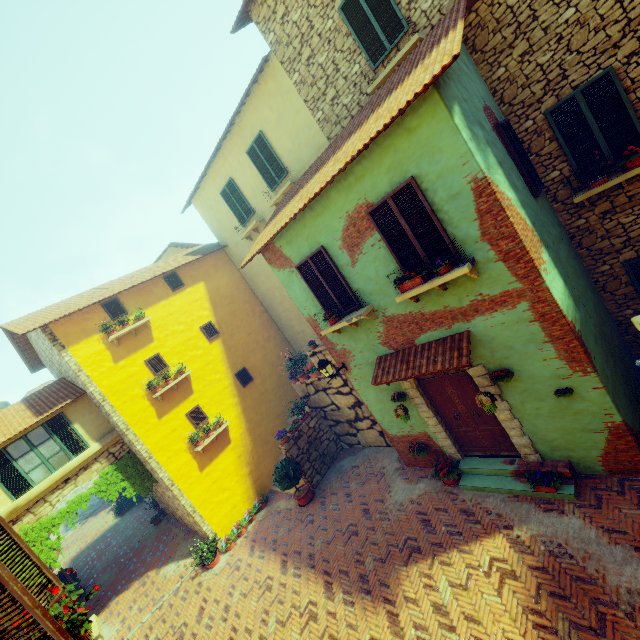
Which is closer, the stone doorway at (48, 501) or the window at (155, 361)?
the stone doorway at (48, 501)

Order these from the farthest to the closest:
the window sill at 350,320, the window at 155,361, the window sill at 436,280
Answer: the window at 155,361 → the window sill at 350,320 → the window sill at 436,280

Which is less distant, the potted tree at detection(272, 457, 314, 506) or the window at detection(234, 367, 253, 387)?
the potted tree at detection(272, 457, 314, 506)

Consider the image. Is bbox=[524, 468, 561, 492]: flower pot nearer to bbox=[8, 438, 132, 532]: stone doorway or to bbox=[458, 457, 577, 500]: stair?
bbox=[458, 457, 577, 500]: stair

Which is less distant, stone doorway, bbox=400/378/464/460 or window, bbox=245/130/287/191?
stone doorway, bbox=400/378/464/460

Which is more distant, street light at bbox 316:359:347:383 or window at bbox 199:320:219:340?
window at bbox 199:320:219:340

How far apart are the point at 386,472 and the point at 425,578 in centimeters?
354cm

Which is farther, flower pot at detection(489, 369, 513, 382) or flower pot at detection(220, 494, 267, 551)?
flower pot at detection(220, 494, 267, 551)
